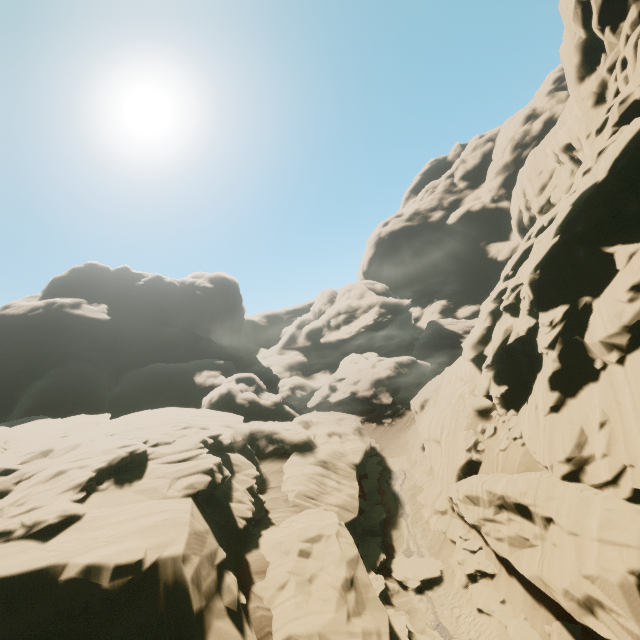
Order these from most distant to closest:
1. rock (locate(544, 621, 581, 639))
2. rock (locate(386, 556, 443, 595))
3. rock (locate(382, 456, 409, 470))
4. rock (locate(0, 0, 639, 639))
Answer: rock (locate(382, 456, 409, 470)), rock (locate(386, 556, 443, 595)), rock (locate(544, 621, 581, 639)), rock (locate(0, 0, 639, 639))

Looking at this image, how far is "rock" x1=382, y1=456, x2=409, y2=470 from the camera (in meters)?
28.64

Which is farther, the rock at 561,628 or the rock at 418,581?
the rock at 418,581

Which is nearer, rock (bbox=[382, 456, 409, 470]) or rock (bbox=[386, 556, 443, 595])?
rock (bbox=[386, 556, 443, 595])

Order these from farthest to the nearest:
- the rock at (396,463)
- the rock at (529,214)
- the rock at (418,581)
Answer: the rock at (396,463)
the rock at (418,581)
the rock at (529,214)

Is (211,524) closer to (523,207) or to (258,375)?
(258,375)
